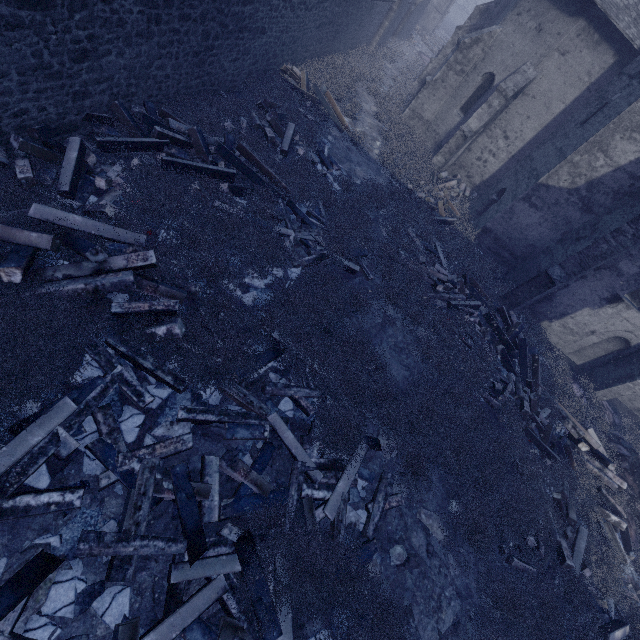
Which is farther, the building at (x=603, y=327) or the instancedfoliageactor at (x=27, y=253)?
the building at (x=603, y=327)

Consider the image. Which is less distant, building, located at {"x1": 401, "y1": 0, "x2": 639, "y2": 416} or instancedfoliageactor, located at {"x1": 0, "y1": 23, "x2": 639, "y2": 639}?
instancedfoliageactor, located at {"x1": 0, "y1": 23, "x2": 639, "y2": 639}

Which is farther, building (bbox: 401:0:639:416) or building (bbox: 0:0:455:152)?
building (bbox: 401:0:639:416)

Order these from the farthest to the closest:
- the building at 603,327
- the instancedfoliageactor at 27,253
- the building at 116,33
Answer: the building at 603,327
the building at 116,33
the instancedfoliageactor at 27,253

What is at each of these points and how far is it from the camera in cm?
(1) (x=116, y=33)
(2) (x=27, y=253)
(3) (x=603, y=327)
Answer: (1) building, 552
(2) instancedfoliageactor, 438
(3) building, 1194

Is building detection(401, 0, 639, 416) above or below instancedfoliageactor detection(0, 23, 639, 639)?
above

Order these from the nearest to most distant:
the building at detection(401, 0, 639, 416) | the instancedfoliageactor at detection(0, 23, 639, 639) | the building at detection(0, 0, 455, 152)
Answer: the instancedfoliageactor at detection(0, 23, 639, 639), the building at detection(0, 0, 455, 152), the building at detection(401, 0, 639, 416)
